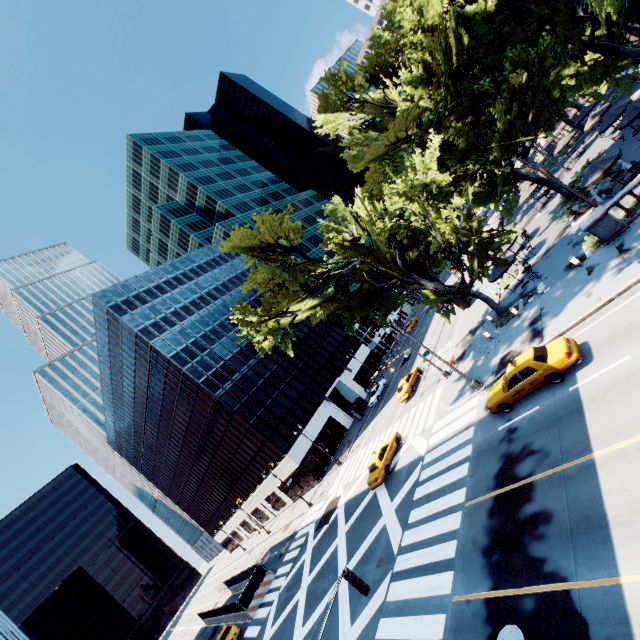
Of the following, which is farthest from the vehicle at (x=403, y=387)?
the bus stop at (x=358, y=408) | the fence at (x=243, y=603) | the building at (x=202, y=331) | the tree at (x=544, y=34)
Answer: the fence at (x=243, y=603)

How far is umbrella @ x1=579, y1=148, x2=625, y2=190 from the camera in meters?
20.3

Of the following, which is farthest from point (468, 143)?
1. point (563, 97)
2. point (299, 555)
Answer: point (299, 555)

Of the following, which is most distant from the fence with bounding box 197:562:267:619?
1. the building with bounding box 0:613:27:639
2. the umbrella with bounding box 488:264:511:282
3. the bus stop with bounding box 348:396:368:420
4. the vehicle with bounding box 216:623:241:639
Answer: the umbrella with bounding box 488:264:511:282

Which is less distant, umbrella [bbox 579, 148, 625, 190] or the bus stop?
umbrella [bbox 579, 148, 625, 190]

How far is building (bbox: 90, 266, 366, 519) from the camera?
48.2m

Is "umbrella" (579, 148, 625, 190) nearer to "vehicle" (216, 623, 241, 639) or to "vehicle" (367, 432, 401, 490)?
"vehicle" (367, 432, 401, 490)

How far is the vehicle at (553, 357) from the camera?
14.3 meters
